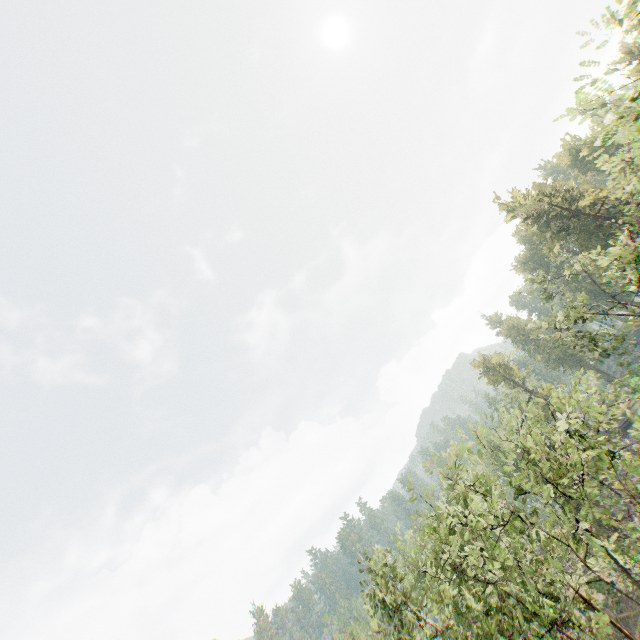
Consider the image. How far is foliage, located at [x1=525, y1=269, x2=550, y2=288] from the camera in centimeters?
2739cm

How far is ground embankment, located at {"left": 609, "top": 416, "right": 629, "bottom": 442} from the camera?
52.6m

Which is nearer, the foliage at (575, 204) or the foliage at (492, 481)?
the foliage at (575, 204)

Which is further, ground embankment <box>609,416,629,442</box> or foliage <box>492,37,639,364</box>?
ground embankment <box>609,416,629,442</box>

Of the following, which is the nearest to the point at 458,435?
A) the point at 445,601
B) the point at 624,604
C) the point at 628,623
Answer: the point at 445,601

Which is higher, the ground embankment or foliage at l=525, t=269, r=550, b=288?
foliage at l=525, t=269, r=550, b=288

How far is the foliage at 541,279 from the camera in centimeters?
2739cm
